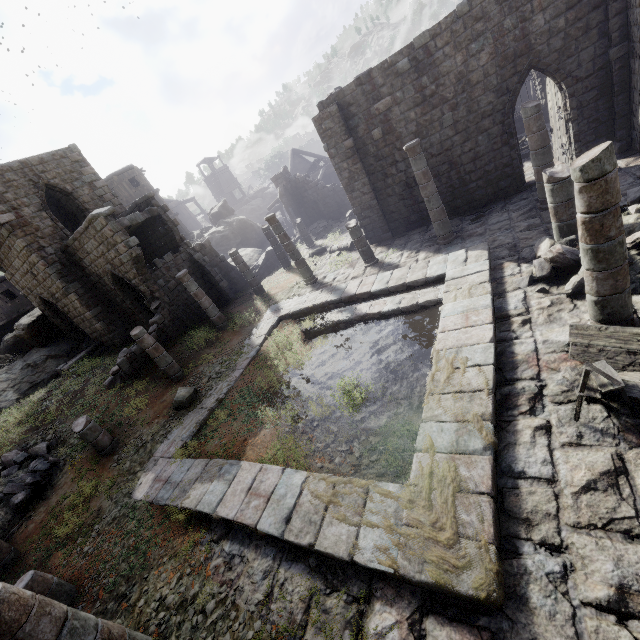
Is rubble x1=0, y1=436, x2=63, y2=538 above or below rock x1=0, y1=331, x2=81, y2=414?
below

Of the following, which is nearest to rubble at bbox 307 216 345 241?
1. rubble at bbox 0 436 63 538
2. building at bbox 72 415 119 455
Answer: building at bbox 72 415 119 455

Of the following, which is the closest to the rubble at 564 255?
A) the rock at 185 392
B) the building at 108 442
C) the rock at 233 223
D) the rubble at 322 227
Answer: the rock at 185 392

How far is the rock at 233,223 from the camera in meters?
30.6 m

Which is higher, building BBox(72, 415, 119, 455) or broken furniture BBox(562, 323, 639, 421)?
building BBox(72, 415, 119, 455)

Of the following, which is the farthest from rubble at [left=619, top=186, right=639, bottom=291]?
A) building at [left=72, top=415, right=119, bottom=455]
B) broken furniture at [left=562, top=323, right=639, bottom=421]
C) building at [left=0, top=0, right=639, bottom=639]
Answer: building at [left=72, top=415, right=119, bottom=455]

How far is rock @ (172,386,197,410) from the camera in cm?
1140

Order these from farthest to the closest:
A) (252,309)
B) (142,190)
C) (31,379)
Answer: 1. (142,190)
2. (31,379)
3. (252,309)
